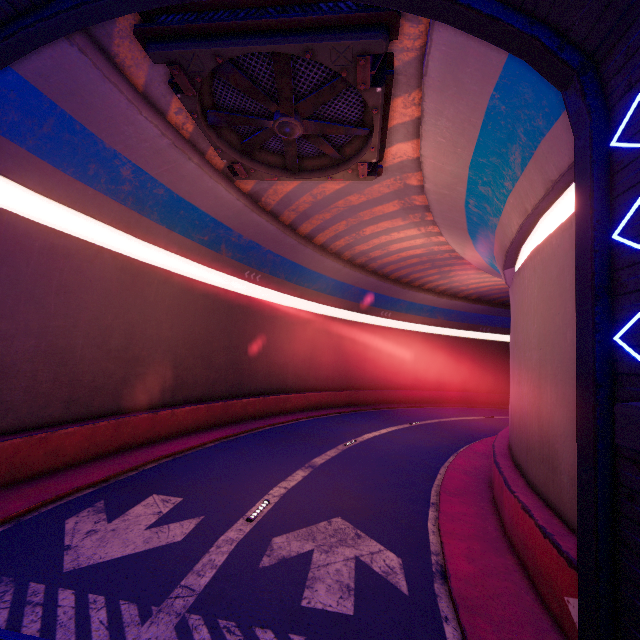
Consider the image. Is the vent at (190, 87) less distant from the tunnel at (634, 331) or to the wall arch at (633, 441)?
the tunnel at (634, 331)

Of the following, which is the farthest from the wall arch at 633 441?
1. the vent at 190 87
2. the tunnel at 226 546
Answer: the vent at 190 87

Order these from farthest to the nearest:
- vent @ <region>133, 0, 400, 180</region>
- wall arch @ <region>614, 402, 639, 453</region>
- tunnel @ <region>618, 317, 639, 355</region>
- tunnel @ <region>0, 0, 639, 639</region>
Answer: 1. vent @ <region>133, 0, 400, 180</region>
2. tunnel @ <region>0, 0, 639, 639</region>
3. tunnel @ <region>618, 317, 639, 355</region>
4. wall arch @ <region>614, 402, 639, 453</region>

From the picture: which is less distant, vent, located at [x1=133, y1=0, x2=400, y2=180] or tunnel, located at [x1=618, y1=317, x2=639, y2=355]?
tunnel, located at [x1=618, y1=317, x2=639, y2=355]

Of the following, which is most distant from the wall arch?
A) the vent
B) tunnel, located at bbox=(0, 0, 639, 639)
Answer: the vent

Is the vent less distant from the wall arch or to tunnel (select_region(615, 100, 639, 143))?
Answer: tunnel (select_region(615, 100, 639, 143))

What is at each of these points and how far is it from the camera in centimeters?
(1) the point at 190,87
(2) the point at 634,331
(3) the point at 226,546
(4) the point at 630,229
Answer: (1) vent, 812cm
(2) tunnel, 411cm
(3) tunnel, 714cm
(4) tunnel, 428cm
